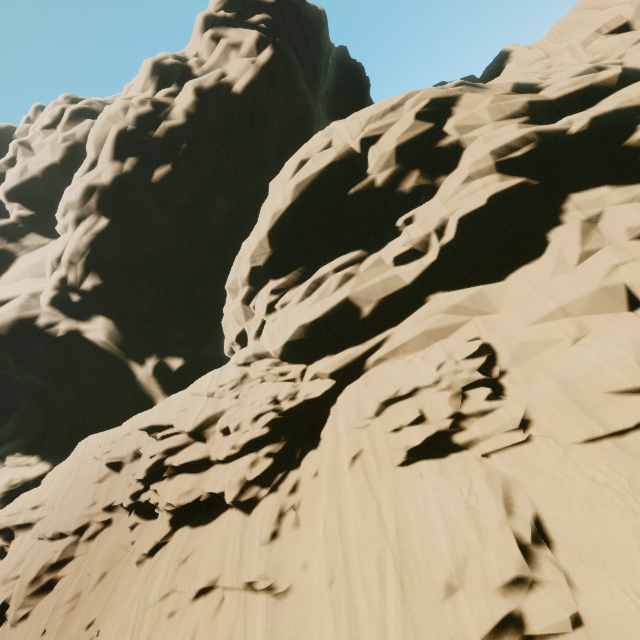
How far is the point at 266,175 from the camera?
30.3 meters
